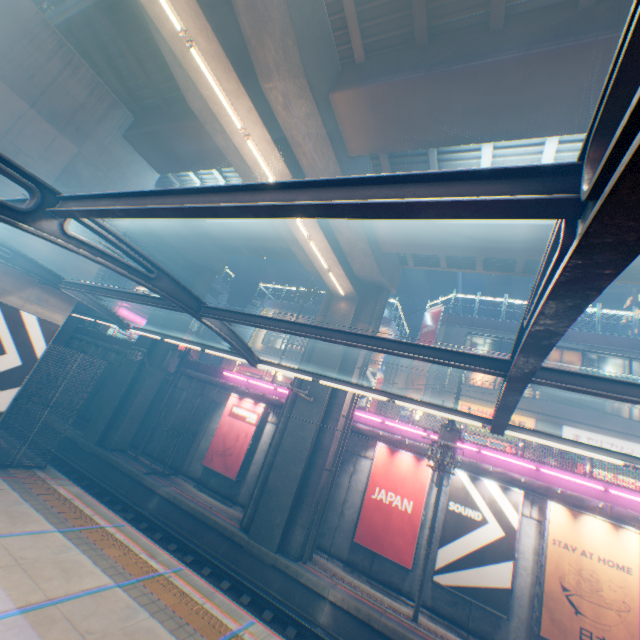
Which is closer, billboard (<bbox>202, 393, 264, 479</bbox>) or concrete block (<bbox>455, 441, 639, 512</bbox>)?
concrete block (<bbox>455, 441, 639, 512</bbox>)

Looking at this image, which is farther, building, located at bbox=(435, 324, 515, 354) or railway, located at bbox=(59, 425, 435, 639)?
building, located at bbox=(435, 324, 515, 354)

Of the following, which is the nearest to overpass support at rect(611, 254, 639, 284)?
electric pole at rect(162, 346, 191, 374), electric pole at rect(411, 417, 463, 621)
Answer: electric pole at rect(162, 346, 191, 374)

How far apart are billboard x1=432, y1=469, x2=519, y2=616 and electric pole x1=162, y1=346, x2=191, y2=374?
17.0m

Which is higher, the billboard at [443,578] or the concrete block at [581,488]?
the concrete block at [581,488]

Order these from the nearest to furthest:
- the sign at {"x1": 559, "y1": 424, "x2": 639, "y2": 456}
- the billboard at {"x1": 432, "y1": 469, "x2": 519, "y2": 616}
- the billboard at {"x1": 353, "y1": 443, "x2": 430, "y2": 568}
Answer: the billboard at {"x1": 432, "y1": 469, "x2": 519, "y2": 616}, the billboard at {"x1": 353, "y1": 443, "x2": 430, "y2": 568}, the sign at {"x1": 559, "y1": 424, "x2": 639, "y2": 456}

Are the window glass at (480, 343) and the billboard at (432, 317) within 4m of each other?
yes

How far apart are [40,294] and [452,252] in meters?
16.7 m
